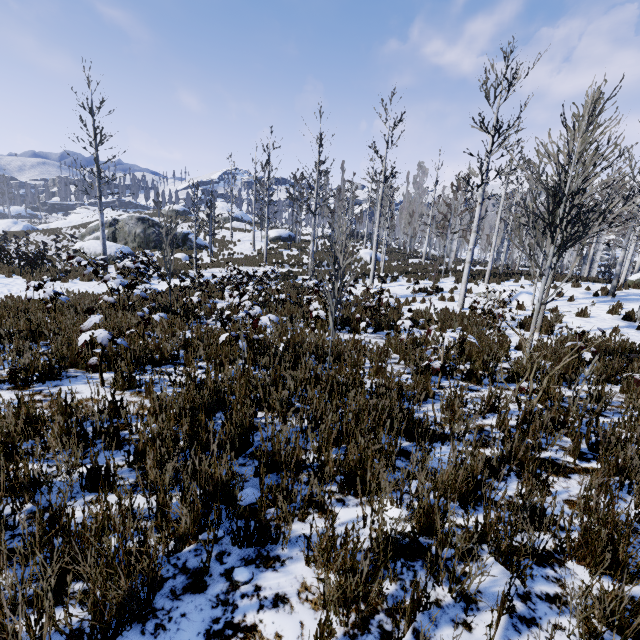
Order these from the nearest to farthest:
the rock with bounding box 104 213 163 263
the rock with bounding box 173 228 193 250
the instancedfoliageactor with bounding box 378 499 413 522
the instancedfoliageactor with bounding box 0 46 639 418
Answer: the instancedfoliageactor with bounding box 378 499 413 522 → the instancedfoliageactor with bounding box 0 46 639 418 → the rock with bounding box 104 213 163 263 → the rock with bounding box 173 228 193 250

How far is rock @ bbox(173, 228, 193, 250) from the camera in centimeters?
2898cm

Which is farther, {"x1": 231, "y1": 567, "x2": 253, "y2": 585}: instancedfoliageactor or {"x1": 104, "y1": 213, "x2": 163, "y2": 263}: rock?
{"x1": 104, "y1": 213, "x2": 163, "y2": 263}: rock

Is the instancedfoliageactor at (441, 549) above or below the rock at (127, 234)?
below

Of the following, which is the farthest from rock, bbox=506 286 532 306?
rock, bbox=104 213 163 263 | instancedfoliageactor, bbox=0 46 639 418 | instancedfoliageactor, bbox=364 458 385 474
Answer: rock, bbox=104 213 163 263

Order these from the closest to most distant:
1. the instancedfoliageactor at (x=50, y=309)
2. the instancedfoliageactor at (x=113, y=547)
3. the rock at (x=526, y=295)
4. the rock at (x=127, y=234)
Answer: the instancedfoliageactor at (x=113, y=547), the instancedfoliageactor at (x=50, y=309), the rock at (x=526, y=295), the rock at (x=127, y=234)

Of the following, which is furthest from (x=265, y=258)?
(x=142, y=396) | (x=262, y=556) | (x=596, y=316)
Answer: (x=262, y=556)

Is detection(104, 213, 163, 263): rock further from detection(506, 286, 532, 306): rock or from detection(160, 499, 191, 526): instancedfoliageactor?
detection(506, 286, 532, 306): rock
